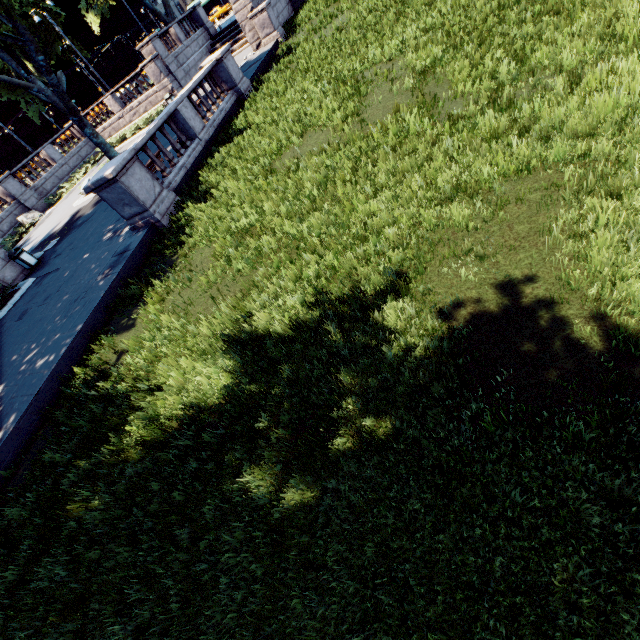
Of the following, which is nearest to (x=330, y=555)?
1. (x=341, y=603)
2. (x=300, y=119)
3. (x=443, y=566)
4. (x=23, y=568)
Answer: (x=341, y=603)

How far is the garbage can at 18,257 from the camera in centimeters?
1448cm

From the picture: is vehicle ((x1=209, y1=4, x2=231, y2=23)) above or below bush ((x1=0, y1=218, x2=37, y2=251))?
above

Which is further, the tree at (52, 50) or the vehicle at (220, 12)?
the vehicle at (220, 12)

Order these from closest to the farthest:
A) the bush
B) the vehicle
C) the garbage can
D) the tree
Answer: the garbage can
the tree
the bush
the vehicle

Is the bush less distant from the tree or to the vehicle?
the tree

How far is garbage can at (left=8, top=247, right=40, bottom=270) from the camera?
14.5m
